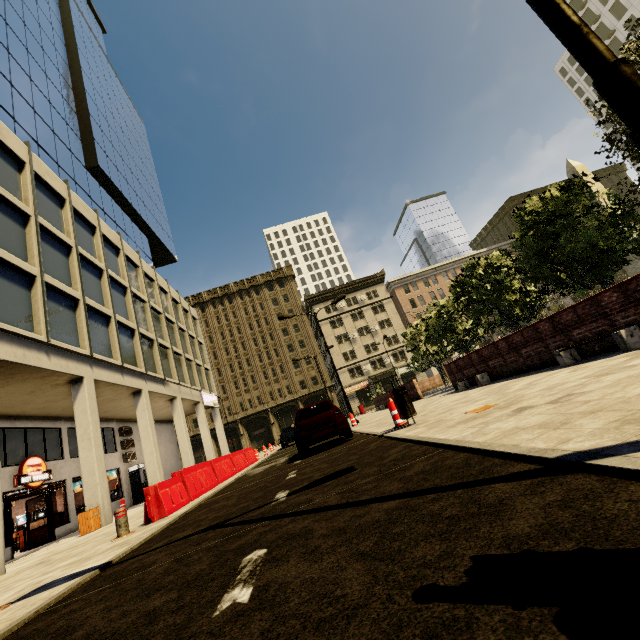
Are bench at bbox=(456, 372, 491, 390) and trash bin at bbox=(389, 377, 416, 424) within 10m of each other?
yes

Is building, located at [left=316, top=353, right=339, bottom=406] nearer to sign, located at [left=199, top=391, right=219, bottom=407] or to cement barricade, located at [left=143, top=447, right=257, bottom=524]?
sign, located at [left=199, top=391, right=219, bottom=407]

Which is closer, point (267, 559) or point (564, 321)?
point (267, 559)

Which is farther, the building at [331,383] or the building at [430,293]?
the building at [430,293]

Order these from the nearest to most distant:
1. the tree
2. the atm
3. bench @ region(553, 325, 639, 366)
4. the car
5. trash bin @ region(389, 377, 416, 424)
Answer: bench @ region(553, 325, 639, 366)
trash bin @ region(389, 377, 416, 424)
the car
the tree
the atm

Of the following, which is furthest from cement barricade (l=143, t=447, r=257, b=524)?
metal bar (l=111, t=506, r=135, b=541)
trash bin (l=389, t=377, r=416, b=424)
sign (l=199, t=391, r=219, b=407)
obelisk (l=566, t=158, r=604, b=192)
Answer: obelisk (l=566, t=158, r=604, b=192)

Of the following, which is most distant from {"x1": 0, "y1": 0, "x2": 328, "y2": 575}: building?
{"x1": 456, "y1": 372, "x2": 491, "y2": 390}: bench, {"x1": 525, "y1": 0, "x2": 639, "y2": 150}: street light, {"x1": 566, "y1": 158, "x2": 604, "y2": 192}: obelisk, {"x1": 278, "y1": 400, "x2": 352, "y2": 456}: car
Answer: {"x1": 566, "y1": 158, "x2": 604, "y2": 192}: obelisk

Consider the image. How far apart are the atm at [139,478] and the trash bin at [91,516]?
11.1m
